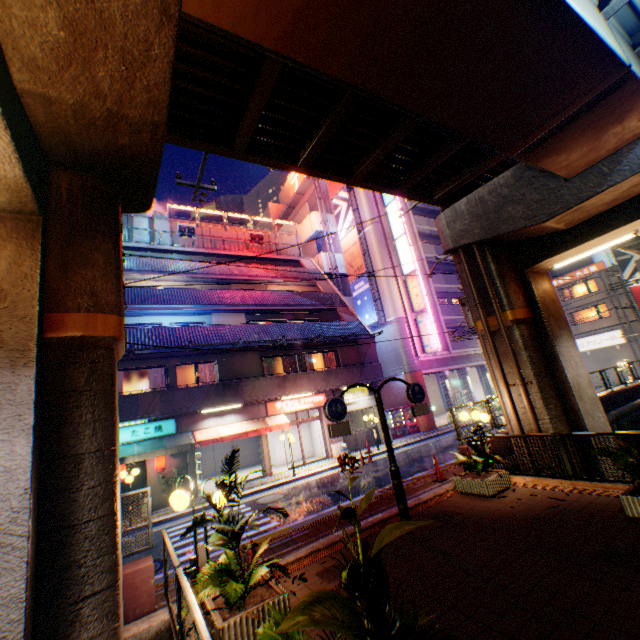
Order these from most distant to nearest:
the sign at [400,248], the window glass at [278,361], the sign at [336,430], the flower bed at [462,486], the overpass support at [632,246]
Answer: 1. the sign at [400,248]
2. the window glass at [278,361]
3. the overpass support at [632,246]
4. the flower bed at [462,486]
5. the sign at [336,430]

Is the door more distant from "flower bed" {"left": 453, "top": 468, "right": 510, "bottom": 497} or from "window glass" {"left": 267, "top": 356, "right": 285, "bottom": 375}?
Result: "flower bed" {"left": 453, "top": 468, "right": 510, "bottom": 497}

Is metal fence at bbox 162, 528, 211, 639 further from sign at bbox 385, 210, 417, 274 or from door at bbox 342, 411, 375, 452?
sign at bbox 385, 210, 417, 274

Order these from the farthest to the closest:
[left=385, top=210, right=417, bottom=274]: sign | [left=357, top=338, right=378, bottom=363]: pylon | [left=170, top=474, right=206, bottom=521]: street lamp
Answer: [left=385, top=210, right=417, bottom=274]: sign, [left=357, top=338, right=378, bottom=363]: pylon, [left=170, top=474, right=206, bottom=521]: street lamp

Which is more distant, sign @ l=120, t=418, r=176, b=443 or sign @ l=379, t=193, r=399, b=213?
sign @ l=379, t=193, r=399, b=213

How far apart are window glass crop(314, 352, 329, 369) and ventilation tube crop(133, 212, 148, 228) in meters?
15.2

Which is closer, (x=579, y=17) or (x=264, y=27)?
(x=264, y=27)

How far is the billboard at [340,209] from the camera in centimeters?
2983cm
